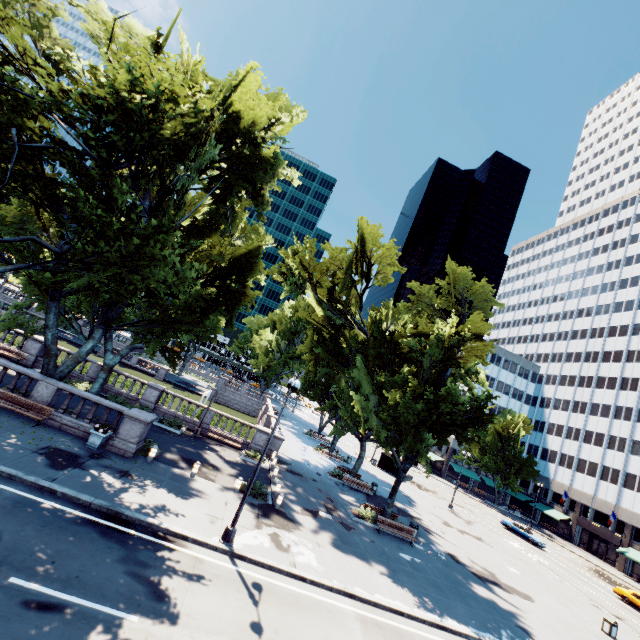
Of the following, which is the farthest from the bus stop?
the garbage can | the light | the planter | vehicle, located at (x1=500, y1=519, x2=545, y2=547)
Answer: the planter

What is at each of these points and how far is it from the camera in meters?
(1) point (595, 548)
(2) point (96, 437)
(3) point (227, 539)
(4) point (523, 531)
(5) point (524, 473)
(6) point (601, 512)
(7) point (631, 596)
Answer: (1) door, 52.9 m
(2) planter, 16.4 m
(3) light, 13.2 m
(4) vehicle, 42.0 m
(5) tree, 58.5 m
(6) building, 54.0 m
(7) vehicle, 31.5 m

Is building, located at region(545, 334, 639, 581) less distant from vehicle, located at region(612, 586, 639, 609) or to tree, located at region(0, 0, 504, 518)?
tree, located at region(0, 0, 504, 518)

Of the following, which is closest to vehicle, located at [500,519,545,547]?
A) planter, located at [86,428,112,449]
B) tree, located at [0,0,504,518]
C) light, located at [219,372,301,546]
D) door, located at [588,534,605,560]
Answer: tree, located at [0,0,504,518]

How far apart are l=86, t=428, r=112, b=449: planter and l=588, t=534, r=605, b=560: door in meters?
73.3 m

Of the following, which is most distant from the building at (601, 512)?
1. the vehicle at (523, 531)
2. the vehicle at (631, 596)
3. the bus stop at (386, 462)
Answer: the vehicle at (523, 531)

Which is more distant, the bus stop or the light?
the bus stop

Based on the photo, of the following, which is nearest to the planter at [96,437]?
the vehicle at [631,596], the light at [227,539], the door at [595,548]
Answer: the light at [227,539]
